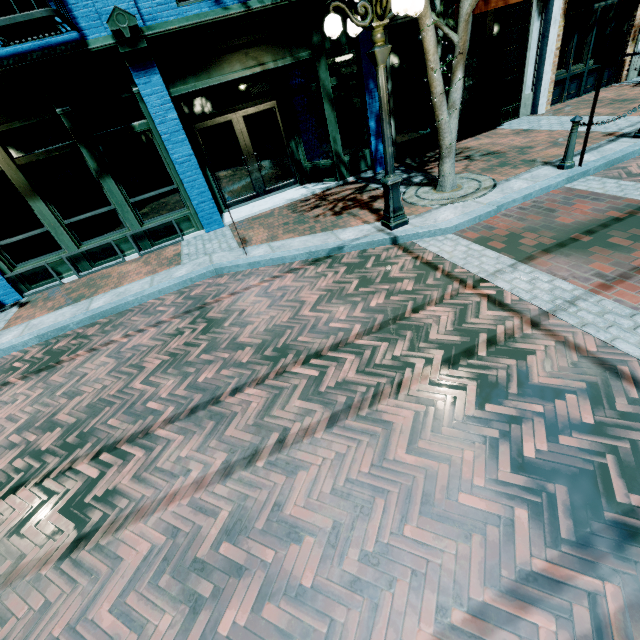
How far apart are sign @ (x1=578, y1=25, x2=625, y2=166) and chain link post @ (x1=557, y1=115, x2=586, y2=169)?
0.1 meters

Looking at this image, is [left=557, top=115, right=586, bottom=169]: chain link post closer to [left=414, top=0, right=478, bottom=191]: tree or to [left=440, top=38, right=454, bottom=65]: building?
[left=414, top=0, right=478, bottom=191]: tree

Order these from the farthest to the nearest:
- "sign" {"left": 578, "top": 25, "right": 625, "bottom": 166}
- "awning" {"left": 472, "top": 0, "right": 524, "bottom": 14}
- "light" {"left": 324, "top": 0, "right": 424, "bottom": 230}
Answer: "awning" {"left": 472, "top": 0, "right": 524, "bottom": 14} < "sign" {"left": 578, "top": 25, "right": 625, "bottom": 166} < "light" {"left": 324, "top": 0, "right": 424, "bottom": 230}

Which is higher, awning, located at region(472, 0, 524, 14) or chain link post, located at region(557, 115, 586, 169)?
awning, located at region(472, 0, 524, 14)

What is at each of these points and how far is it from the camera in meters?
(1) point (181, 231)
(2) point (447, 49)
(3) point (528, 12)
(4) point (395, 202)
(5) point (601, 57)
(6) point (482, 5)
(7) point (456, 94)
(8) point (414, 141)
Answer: (1) building, 8.3 m
(2) building, 9.8 m
(3) building, 8.8 m
(4) light, 5.7 m
(5) sign, 5.2 m
(6) awning, 6.7 m
(7) tree, 5.9 m
(8) building, 9.4 m

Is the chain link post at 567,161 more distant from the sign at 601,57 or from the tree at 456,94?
the tree at 456,94

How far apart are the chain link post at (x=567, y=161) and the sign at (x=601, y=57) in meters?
0.1

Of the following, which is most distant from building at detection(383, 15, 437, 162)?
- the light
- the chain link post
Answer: the chain link post
